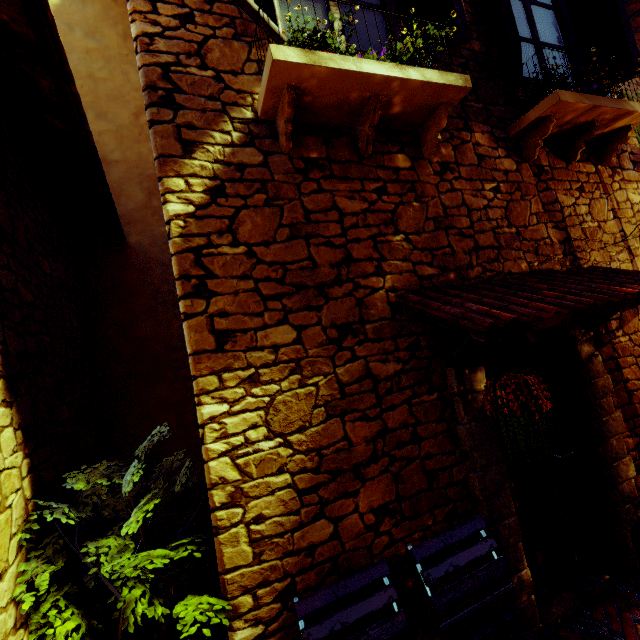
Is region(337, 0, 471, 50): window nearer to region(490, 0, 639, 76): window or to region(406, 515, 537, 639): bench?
region(490, 0, 639, 76): window

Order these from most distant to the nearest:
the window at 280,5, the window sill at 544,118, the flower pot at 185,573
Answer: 1. the window sill at 544,118
2. the window at 280,5
3. the flower pot at 185,573

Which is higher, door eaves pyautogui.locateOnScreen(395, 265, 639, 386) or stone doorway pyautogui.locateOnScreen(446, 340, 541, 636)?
door eaves pyautogui.locateOnScreen(395, 265, 639, 386)

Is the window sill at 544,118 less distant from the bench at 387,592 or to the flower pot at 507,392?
the flower pot at 507,392

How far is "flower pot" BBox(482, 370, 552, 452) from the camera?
1.9 meters

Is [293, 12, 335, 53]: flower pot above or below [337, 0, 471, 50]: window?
below

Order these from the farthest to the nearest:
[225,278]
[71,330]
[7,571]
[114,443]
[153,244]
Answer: [153,244]
[114,443]
[71,330]
[225,278]
[7,571]

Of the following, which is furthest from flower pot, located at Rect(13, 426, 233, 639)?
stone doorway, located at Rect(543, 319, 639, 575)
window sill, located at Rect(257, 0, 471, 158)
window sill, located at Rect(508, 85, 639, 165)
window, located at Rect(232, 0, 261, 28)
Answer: window sill, located at Rect(508, 85, 639, 165)
